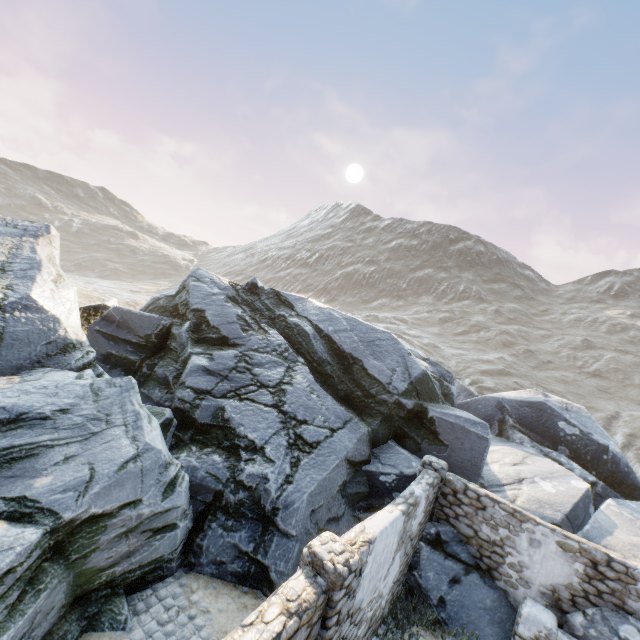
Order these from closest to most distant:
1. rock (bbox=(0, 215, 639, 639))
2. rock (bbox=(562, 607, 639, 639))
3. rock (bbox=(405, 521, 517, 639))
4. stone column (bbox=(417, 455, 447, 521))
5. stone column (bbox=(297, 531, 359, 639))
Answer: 1. stone column (bbox=(297, 531, 359, 639))
2. rock (bbox=(0, 215, 639, 639))
3. rock (bbox=(562, 607, 639, 639))
4. rock (bbox=(405, 521, 517, 639))
5. stone column (bbox=(417, 455, 447, 521))

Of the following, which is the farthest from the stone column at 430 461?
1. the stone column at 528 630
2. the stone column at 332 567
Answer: the stone column at 332 567

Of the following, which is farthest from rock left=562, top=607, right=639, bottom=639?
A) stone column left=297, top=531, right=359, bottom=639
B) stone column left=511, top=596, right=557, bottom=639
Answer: stone column left=297, top=531, right=359, bottom=639

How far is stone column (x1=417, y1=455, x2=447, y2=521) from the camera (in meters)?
9.40

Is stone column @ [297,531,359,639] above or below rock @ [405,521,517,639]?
above

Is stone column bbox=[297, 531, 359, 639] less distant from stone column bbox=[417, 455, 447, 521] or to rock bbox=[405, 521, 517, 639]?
rock bbox=[405, 521, 517, 639]

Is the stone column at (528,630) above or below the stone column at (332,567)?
below

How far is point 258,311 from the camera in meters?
14.6 m
